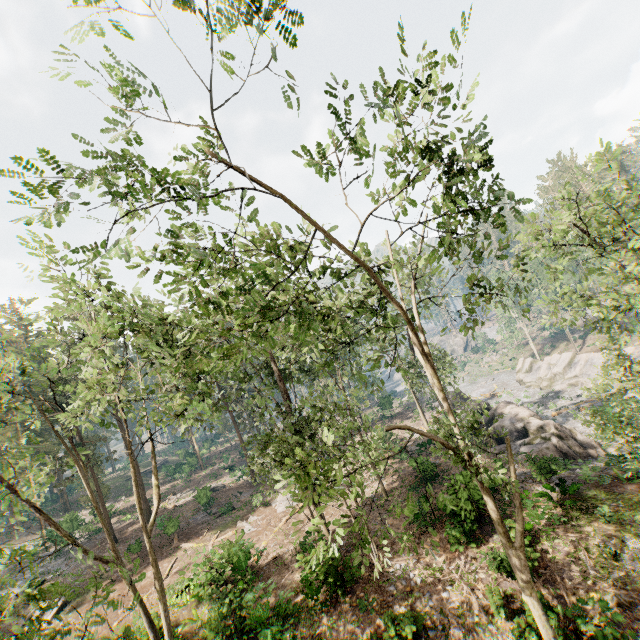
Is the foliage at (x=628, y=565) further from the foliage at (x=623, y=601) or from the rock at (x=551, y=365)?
the rock at (x=551, y=365)

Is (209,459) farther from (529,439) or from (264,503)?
(529,439)

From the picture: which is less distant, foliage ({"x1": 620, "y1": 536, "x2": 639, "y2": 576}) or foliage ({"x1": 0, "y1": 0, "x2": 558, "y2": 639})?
foliage ({"x1": 0, "y1": 0, "x2": 558, "y2": 639})

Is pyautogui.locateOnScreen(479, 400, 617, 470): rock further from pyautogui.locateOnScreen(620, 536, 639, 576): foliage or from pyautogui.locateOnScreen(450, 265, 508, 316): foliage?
pyautogui.locateOnScreen(620, 536, 639, 576): foliage

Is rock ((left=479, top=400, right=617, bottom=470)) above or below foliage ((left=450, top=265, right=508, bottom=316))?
below

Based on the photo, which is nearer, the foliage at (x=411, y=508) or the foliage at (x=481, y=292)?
the foliage at (x=411, y=508)
